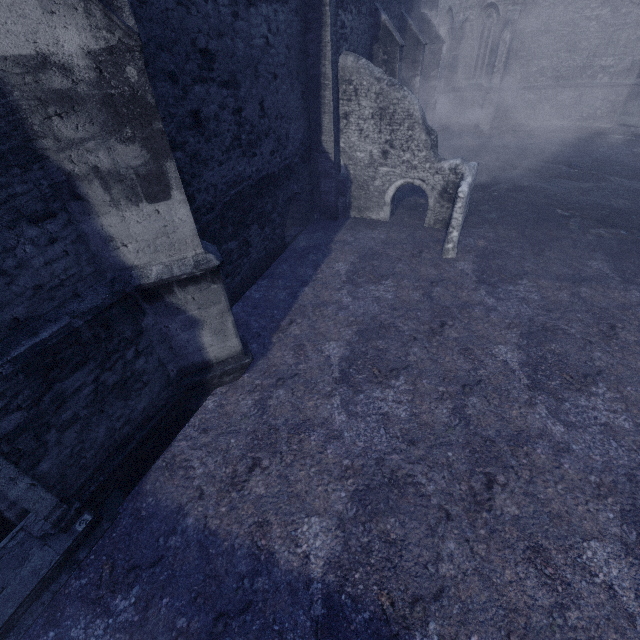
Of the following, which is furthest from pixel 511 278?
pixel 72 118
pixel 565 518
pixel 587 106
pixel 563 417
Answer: pixel 587 106
